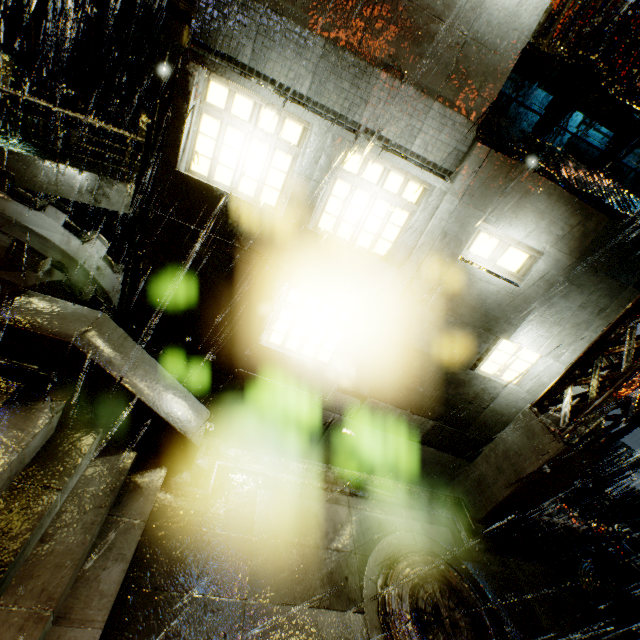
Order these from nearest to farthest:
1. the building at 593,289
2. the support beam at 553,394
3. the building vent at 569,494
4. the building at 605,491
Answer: the building at 593,289
the support beam at 553,394
the building at 605,491
the building vent at 569,494

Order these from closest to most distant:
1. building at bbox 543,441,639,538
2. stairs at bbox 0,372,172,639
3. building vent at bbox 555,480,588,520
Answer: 1. stairs at bbox 0,372,172,639
2. building at bbox 543,441,639,538
3. building vent at bbox 555,480,588,520

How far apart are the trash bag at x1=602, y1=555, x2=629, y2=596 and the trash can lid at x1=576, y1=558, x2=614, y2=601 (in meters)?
0.03

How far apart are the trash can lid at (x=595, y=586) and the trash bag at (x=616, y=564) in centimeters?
3cm

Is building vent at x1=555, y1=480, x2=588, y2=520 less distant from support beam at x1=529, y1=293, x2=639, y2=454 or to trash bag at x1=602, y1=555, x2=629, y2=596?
trash bag at x1=602, y1=555, x2=629, y2=596

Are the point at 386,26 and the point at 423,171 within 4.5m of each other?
yes

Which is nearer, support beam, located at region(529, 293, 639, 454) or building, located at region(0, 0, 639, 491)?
building, located at region(0, 0, 639, 491)

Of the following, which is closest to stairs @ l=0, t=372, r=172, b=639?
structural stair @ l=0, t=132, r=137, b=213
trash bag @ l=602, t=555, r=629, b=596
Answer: structural stair @ l=0, t=132, r=137, b=213
